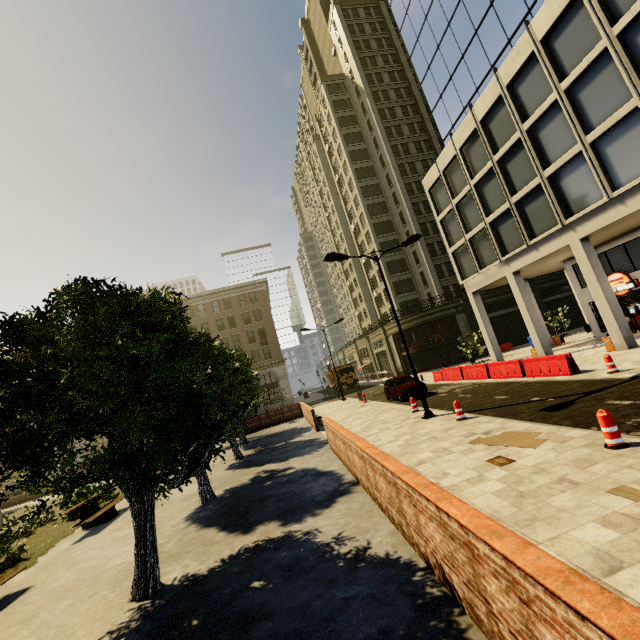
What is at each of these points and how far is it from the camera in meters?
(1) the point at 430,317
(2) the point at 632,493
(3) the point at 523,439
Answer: (1) building, 37.4
(2) cardboard, 4.7
(3) cardboard, 8.0

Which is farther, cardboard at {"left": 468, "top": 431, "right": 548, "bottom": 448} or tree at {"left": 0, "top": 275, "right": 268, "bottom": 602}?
cardboard at {"left": 468, "top": 431, "right": 548, "bottom": 448}

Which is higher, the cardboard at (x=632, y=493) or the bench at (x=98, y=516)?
the bench at (x=98, y=516)

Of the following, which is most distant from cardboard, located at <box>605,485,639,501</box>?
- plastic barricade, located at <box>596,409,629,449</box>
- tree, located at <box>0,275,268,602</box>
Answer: tree, located at <box>0,275,268,602</box>

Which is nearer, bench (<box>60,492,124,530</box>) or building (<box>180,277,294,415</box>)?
bench (<box>60,492,124,530</box>)

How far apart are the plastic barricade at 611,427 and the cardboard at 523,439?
1.2 meters

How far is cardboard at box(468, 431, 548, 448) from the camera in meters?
7.6 m

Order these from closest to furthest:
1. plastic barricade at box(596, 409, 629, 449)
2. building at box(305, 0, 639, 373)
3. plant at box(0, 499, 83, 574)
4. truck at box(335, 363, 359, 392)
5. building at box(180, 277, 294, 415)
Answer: plastic barricade at box(596, 409, 629, 449)
plant at box(0, 499, 83, 574)
building at box(305, 0, 639, 373)
truck at box(335, 363, 359, 392)
building at box(180, 277, 294, 415)
